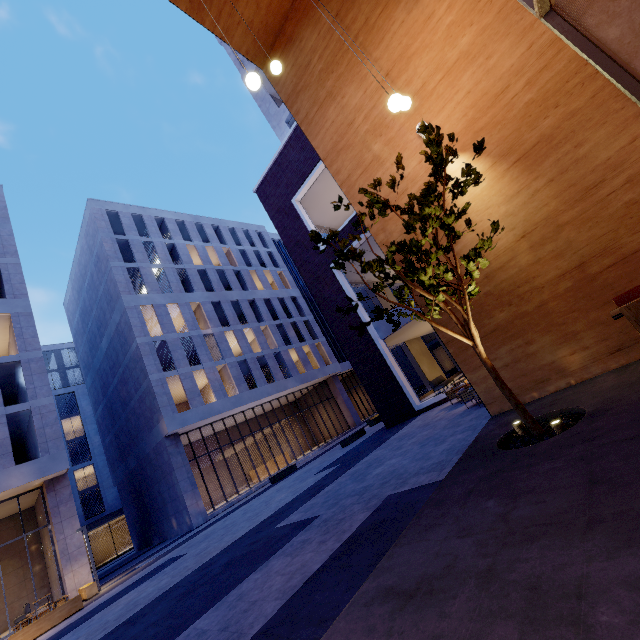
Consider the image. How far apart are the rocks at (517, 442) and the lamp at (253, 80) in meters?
5.4 m

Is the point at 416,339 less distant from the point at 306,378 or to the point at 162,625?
the point at 306,378

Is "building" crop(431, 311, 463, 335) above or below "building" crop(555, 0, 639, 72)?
below

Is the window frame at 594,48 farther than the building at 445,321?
No

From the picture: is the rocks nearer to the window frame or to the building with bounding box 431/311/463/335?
the building with bounding box 431/311/463/335

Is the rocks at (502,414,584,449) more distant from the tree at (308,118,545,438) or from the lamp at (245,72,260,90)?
the lamp at (245,72,260,90)

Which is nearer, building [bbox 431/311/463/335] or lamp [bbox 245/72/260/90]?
lamp [bbox 245/72/260/90]

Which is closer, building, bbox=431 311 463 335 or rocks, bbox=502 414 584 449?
rocks, bbox=502 414 584 449
